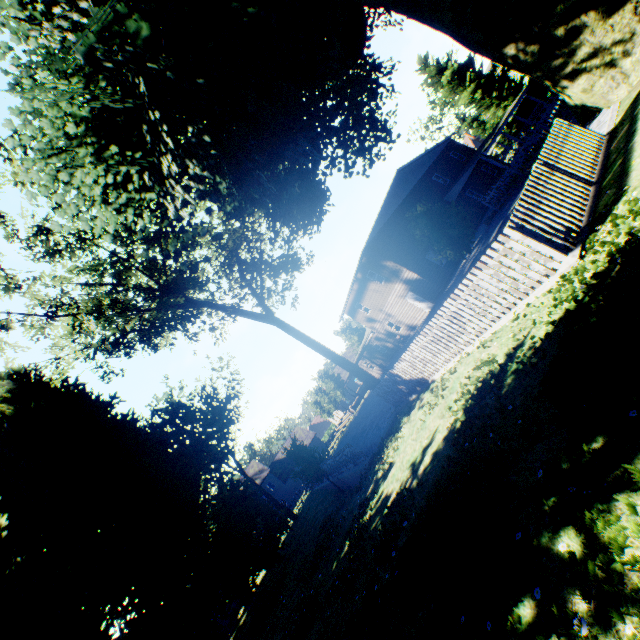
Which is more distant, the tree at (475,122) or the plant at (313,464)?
the tree at (475,122)

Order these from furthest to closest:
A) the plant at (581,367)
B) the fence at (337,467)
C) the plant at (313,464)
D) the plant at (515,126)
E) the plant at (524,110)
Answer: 1. the plant at (515,126)
2. the plant at (524,110)
3. the plant at (313,464)
4. the fence at (337,467)
5. the plant at (581,367)

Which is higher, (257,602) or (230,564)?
(230,564)

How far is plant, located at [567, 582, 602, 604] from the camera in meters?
2.2 m

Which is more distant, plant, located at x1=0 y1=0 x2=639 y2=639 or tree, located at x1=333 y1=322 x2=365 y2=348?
tree, located at x1=333 y1=322 x2=365 y2=348

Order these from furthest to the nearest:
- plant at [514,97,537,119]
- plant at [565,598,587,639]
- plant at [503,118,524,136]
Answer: plant at [503,118,524,136] < plant at [514,97,537,119] < plant at [565,598,587,639]

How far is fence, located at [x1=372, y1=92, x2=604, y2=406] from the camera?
6.0m

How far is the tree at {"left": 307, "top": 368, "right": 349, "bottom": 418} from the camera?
47.0 meters
